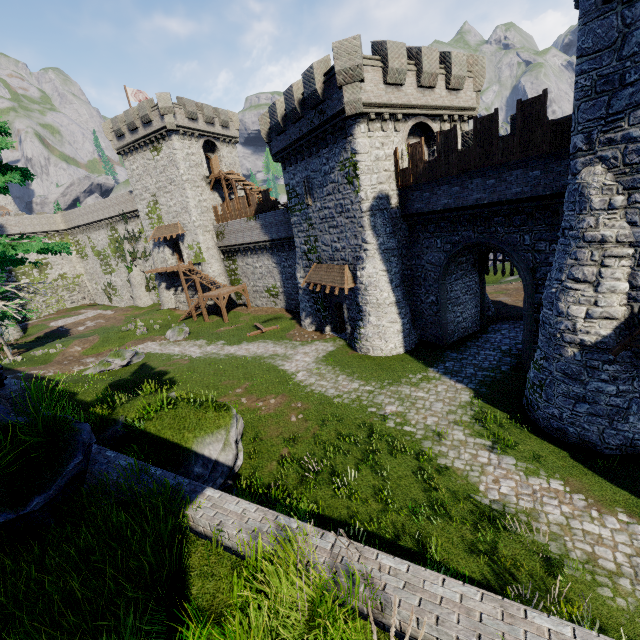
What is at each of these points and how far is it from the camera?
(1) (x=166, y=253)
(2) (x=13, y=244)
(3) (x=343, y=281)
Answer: (1) building, 40.4m
(2) tree, 6.0m
(3) awning, 21.3m

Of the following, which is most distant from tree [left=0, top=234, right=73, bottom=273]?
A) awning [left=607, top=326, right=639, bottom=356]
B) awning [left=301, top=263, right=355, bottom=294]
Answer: awning [left=301, top=263, right=355, bottom=294]

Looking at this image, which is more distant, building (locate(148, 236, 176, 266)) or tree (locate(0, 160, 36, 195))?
building (locate(148, 236, 176, 266))

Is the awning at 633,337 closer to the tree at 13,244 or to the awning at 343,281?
the awning at 343,281

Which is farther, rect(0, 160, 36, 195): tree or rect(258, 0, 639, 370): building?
rect(258, 0, 639, 370): building

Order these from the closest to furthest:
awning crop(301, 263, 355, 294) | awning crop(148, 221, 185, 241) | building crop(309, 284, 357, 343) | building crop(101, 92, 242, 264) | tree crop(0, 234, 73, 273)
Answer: tree crop(0, 234, 73, 273)
awning crop(301, 263, 355, 294)
building crop(309, 284, 357, 343)
building crop(101, 92, 242, 264)
awning crop(148, 221, 185, 241)

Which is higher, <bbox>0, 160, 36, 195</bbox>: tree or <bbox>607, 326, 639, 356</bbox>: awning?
<bbox>0, 160, 36, 195</bbox>: tree

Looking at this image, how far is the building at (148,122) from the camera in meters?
34.2 m
